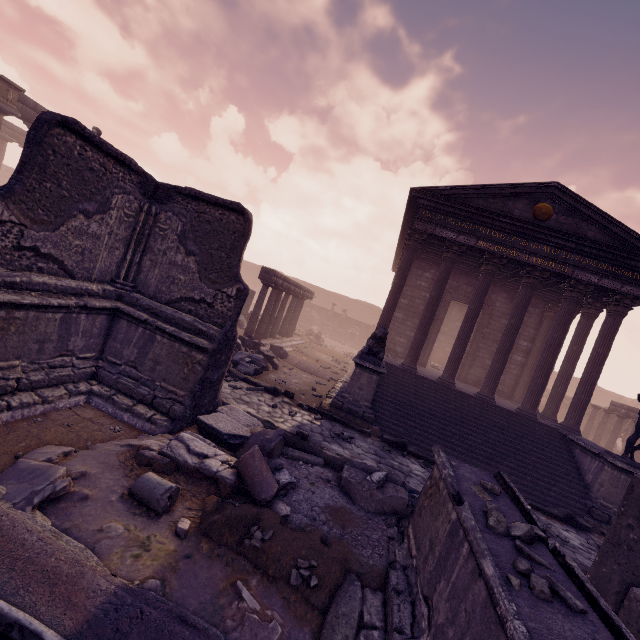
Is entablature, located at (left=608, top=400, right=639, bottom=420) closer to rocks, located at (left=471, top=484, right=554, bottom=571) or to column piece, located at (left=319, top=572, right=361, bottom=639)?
column piece, located at (left=319, top=572, right=361, bottom=639)

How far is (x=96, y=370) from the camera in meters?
5.5 m

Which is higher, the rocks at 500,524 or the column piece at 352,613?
the rocks at 500,524

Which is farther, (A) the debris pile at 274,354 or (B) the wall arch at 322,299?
(B) the wall arch at 322,299

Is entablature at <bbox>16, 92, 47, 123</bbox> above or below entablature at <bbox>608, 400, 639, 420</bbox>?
above

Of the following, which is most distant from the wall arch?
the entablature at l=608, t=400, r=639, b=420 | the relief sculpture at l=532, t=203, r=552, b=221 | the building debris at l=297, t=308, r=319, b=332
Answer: the relief sculpture at l=532, t=203, r=552, b=221

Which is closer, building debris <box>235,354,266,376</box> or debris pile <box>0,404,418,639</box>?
debris pile <box>0,404,418,639</box>

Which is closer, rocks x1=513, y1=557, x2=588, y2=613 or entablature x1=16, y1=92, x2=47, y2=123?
rocks x1=513, y1=557, x2=588, y2=613
